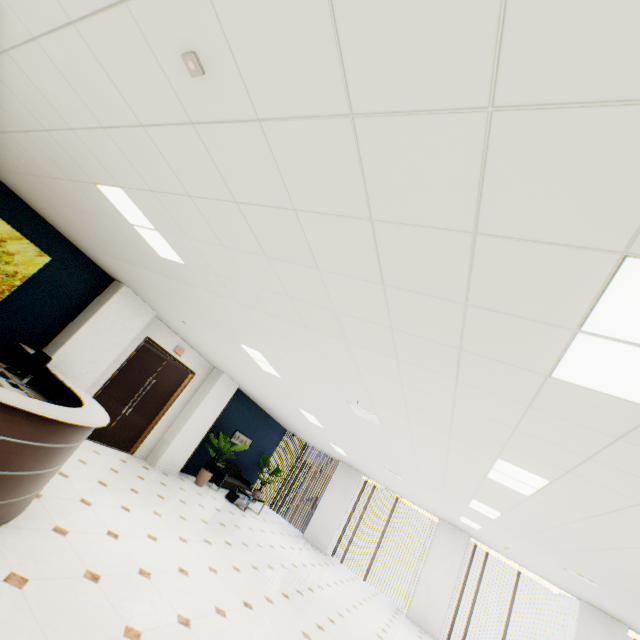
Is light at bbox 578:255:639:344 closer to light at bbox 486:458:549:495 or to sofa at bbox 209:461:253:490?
light at bbox 486:458:549:495

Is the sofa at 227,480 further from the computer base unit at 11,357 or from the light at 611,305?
the light at 611,305

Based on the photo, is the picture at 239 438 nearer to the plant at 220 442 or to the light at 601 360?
the plant at 220 442

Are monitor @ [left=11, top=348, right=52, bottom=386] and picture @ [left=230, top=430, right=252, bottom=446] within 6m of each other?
no

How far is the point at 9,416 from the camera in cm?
260

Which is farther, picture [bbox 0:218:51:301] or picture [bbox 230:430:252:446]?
picture [bbox 230:430:252:446]

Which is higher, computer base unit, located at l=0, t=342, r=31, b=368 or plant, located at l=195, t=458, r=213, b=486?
computer base unit, located at l=0, t=342, r=31, b=368

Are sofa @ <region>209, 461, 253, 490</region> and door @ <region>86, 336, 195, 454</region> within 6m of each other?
yes
